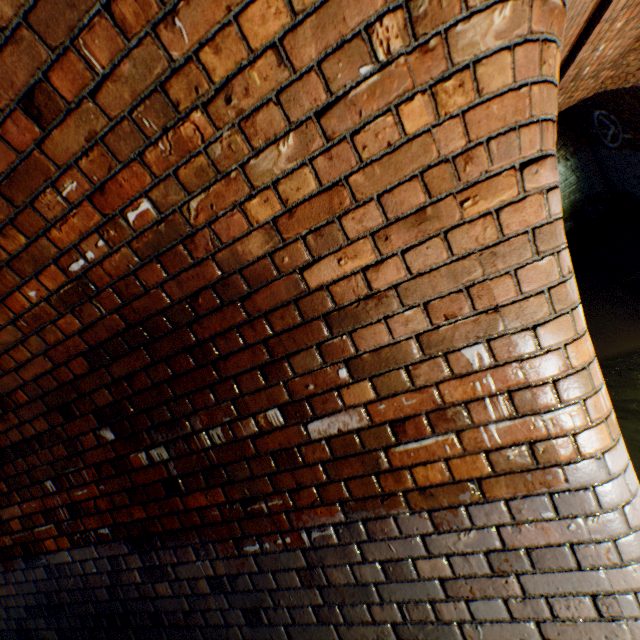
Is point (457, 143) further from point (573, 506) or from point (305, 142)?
point (573, 506)
